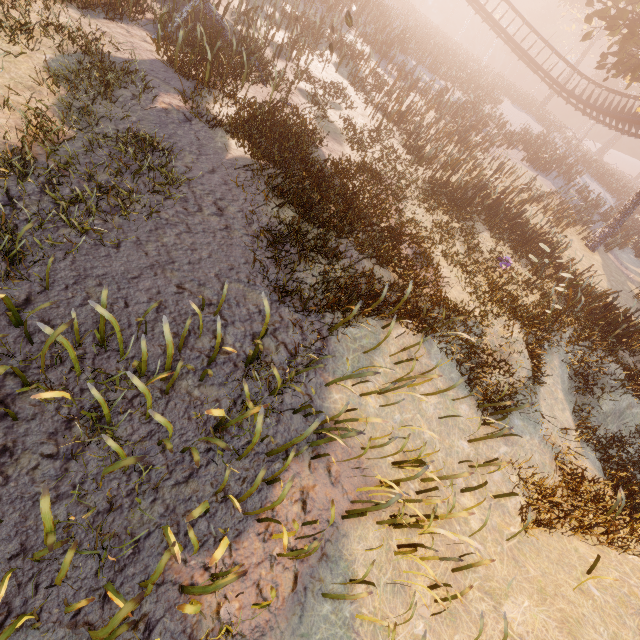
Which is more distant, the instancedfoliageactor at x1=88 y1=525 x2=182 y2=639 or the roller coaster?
the roller coaster

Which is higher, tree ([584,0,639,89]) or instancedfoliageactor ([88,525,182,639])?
tree ([584,0,639,89])

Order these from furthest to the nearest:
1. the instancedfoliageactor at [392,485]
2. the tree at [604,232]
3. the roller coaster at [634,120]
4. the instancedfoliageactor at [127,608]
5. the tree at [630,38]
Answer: the roller coaster at [634,120] < the tree at [604,232] < the tree at [630,38] < the instancedfoliageactor at [392,485] < the instancedfoliageactor at [127,608]

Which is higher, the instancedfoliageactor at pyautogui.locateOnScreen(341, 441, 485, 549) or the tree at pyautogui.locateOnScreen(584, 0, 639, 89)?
the tree at pyautogui.locateOnScreen(584, 0, 639, 89)

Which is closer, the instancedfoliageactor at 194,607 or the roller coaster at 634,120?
the instancedfoliageactor at 194,607

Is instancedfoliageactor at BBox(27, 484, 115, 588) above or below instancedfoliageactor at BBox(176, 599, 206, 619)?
above

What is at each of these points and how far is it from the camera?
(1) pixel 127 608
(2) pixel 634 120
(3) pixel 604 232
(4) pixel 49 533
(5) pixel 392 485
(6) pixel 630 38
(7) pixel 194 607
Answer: (1) instancedfoliageactor, 2.4 meters
(2) roller coaster, 21.7 meters
(3) tree, 19.8 meters
(4) instancedfoliageactor, 2.7 meters
(5) instancedfoliageactor, 4.7 meters
(6) tree, 14.2 meters
(7) instancedfoliageactor, 2.7 meters

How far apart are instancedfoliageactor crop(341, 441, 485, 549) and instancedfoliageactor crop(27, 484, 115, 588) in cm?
433
